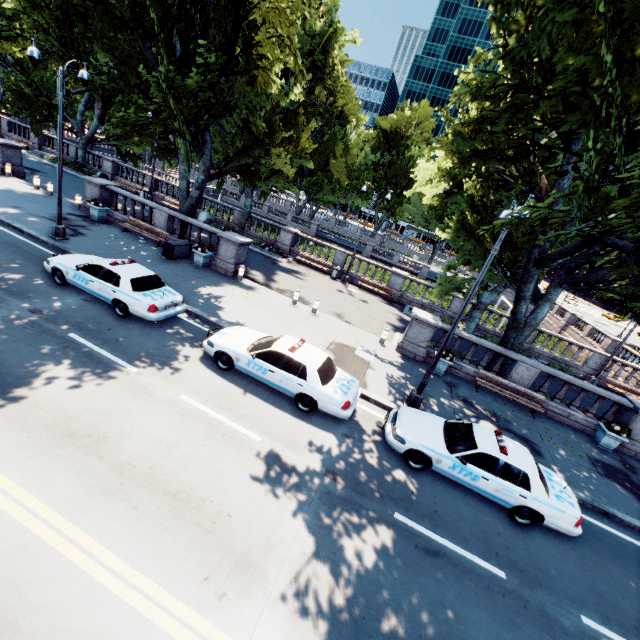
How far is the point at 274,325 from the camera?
14.2m

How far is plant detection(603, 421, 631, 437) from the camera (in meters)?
13.10

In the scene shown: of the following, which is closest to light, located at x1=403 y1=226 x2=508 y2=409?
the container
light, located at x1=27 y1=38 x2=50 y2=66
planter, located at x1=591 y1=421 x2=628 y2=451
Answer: planter, located at x1=591 y1=421 x2=628 y2=451

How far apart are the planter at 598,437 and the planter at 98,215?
28.06m

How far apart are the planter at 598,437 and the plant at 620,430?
0.0 meters

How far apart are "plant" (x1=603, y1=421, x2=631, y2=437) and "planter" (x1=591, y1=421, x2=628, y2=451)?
0.0m

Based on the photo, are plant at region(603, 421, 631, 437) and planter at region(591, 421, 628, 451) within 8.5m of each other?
yes

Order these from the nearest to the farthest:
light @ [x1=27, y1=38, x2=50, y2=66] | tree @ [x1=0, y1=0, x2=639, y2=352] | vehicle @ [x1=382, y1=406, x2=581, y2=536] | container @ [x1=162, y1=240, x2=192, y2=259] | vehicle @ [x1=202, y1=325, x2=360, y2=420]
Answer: tree @ [x1=0, y1=0, x2=639, y2=352]
vehicle @ [x1=382, y1=406, x2=581, y2=536]
vehicle @ [x1=202, y1=325, x2=360, y2=420]
light @ [x1=27, y1=38, x2=50, y2=66]
container @ [x1=162, y1=240, x2=192, y2=259]
